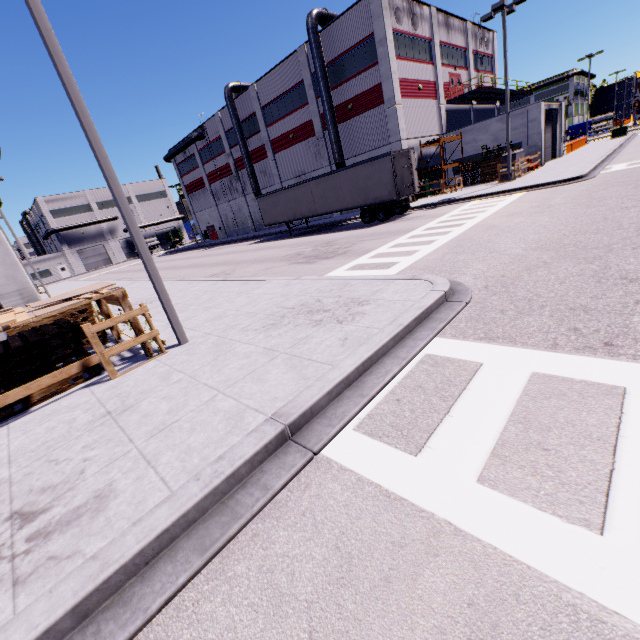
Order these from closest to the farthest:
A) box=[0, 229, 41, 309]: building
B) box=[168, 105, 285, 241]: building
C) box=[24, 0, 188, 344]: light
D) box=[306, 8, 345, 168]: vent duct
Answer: box=[24, 0, 188, 344]: light
box=[0, 229, 41, 309]: building
box=[306, 8, 345, 168]: vent duct
box=[168, 105, 285, 241]: building

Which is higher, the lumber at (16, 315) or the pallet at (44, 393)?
the lumber at (16, 315)

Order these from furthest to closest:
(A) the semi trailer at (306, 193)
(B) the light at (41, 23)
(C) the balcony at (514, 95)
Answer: (C) the balcony at (514, 95), (A) the semi trailer at (306, 193), (B) the light at (41, 23)

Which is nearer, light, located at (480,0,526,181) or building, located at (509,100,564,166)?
light, located at (480,0,526,181)

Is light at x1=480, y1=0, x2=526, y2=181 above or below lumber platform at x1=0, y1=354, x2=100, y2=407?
above

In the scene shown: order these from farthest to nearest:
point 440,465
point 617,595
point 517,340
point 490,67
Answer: point 490,67 < point 517,340 < point 440,465 < point 617,595

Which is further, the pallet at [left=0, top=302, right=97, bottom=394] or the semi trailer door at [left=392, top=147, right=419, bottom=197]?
the semi trailer door at [left=392, top=147, right=419, bottom=197]

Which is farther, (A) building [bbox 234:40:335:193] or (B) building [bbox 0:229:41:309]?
(A) building [bbox 234:40:335:193]
